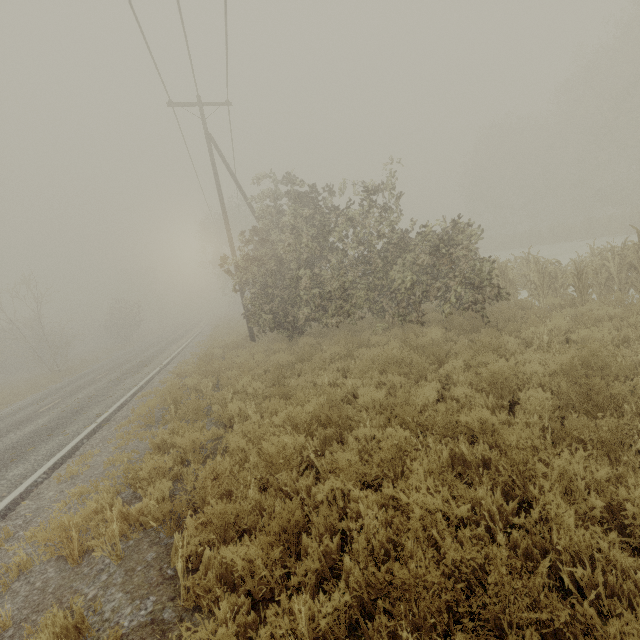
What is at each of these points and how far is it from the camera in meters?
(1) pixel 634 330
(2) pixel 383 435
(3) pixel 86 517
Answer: (1) tree, 6.0 m
(2) tree, 4.5 m
(3) tree, 4.7 m

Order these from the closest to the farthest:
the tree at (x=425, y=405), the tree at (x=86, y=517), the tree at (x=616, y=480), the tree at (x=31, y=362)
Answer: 1. the tree at (x=616, y=480)
2. the tree at (x=86, y=517)
3. the tree at (x=425, y=405)
4. the tree at (x=31, y=362)

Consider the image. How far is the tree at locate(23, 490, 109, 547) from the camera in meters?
3.8

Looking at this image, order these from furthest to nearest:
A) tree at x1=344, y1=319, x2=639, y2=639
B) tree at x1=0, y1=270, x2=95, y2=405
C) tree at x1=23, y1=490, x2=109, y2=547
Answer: tree at x1=0, y1=270, x2=95, y2=405 < tree at x1=23, y1=490, x2=109, y2=547 < tree at x1=344, y1=319, x2=639, y2=639

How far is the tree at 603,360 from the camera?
4.8 meters

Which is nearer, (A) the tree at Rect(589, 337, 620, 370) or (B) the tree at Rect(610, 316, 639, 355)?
(A) the tree at Rect(589, 337, 620, 370)
